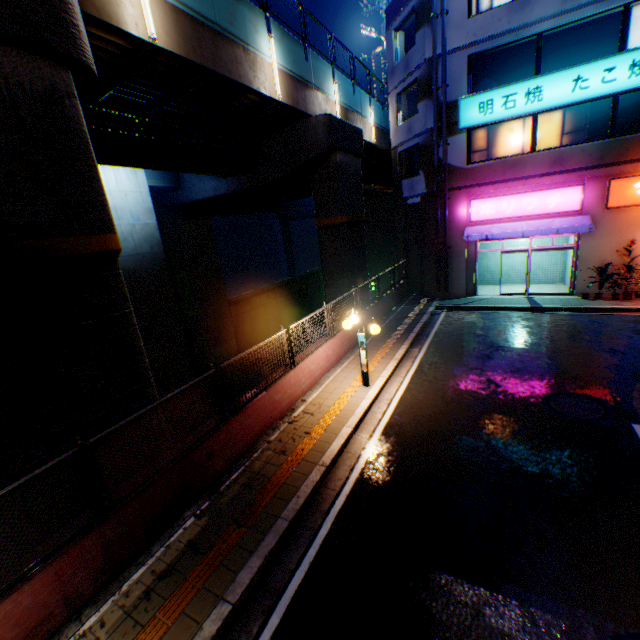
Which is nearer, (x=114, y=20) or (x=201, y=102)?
(x=114, y=20)

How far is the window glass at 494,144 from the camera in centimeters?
1501cm

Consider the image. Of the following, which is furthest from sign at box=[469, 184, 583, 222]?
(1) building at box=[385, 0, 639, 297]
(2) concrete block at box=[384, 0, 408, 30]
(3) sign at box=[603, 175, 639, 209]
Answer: (2) concrete block at box=[384, 0, 408, 30]

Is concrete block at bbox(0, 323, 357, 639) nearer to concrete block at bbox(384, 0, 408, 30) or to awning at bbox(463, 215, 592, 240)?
awning at bbox(463, 215, 592, 240)

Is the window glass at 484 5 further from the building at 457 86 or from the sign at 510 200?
the sign at 510 200

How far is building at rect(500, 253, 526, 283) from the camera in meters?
18.9

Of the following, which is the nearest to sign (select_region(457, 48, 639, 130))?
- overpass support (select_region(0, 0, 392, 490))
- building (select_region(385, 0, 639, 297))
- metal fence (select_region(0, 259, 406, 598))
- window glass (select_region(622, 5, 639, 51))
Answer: building (select_region(385, 0, 639, 297))

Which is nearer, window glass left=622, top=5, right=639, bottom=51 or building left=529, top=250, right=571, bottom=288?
window glass left=622, top=5, right=639, bottom=51
